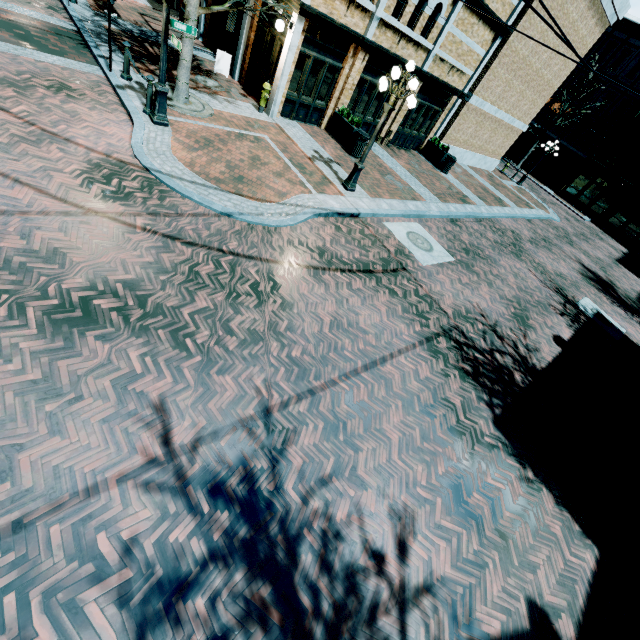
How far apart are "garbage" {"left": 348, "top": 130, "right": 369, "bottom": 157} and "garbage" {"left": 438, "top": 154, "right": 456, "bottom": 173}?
6.8 meters

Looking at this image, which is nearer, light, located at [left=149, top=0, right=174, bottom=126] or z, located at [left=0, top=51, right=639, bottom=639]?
z, located at [left=0, top=51, right=639, bottom=639]

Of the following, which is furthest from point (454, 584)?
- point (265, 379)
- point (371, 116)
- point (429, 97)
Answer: point (429, 97)

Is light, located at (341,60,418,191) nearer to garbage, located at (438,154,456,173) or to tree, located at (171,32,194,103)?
tree, located at (171,32,194,103)

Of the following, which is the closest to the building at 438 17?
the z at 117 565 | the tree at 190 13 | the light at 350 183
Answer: the z at 117 565

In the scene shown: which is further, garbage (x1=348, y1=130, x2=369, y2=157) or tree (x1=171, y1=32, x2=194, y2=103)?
garbage (x1=348, y1=130, x2=369, y2=157)

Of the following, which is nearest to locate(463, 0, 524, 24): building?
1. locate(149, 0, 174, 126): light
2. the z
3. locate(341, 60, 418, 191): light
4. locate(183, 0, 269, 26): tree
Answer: the z

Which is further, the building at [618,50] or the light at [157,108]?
the building at [618,50]
